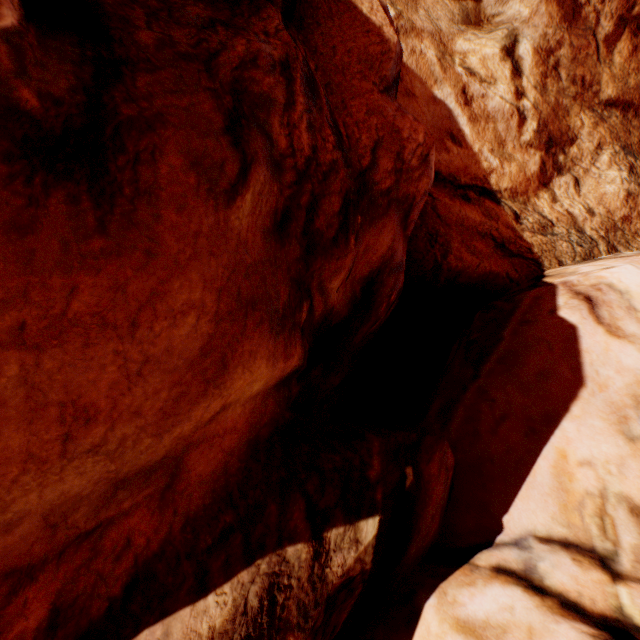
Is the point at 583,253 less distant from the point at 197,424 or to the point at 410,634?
the point at 410,634
